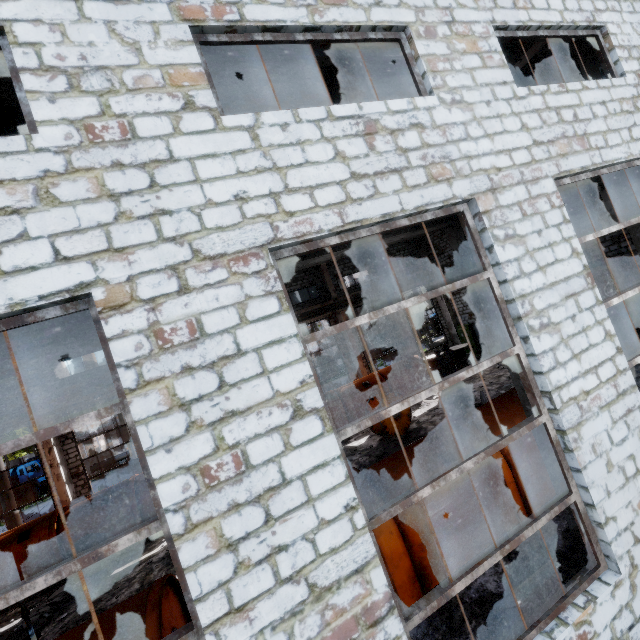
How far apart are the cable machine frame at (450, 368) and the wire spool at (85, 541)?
17.38m

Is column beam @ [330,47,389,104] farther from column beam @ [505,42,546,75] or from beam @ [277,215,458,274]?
column beam @ [505,42,546,75]

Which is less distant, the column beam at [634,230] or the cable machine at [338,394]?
the column beam at [634,230]

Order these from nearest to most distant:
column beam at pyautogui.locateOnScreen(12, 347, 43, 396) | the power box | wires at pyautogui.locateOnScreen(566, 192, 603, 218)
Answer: wires at pyautogui.locateOnScreen(566, 192, 603, 218)
column beam at pyautogui.locateOnScreen(12, 347, 43, 396)
the power box

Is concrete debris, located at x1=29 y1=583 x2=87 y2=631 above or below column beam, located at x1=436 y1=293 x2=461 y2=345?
below

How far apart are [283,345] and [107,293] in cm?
161

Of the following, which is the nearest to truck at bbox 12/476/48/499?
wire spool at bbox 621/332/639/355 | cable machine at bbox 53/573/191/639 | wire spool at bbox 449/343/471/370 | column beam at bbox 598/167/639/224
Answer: cable machine at bbox 53/573/191/639

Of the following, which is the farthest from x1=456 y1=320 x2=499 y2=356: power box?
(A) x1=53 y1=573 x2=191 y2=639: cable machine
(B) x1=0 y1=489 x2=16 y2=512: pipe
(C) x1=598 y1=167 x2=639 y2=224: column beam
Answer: (B) x1=0 y1=489 x2=16 y2=512: pipe
